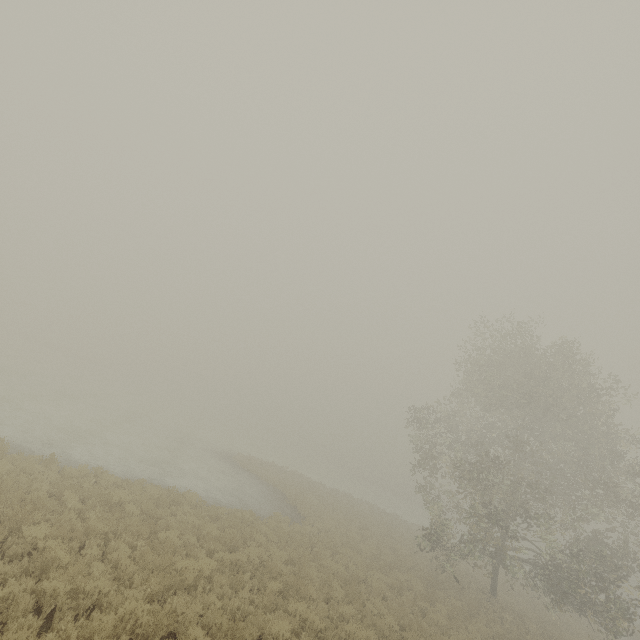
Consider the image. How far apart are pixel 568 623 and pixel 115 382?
64.4 meters
